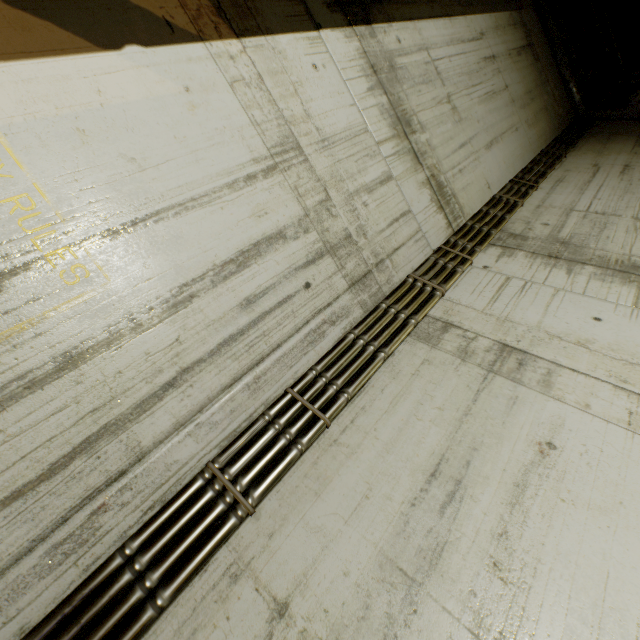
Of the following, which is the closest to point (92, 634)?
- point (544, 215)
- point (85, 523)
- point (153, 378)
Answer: point (85, 523)
